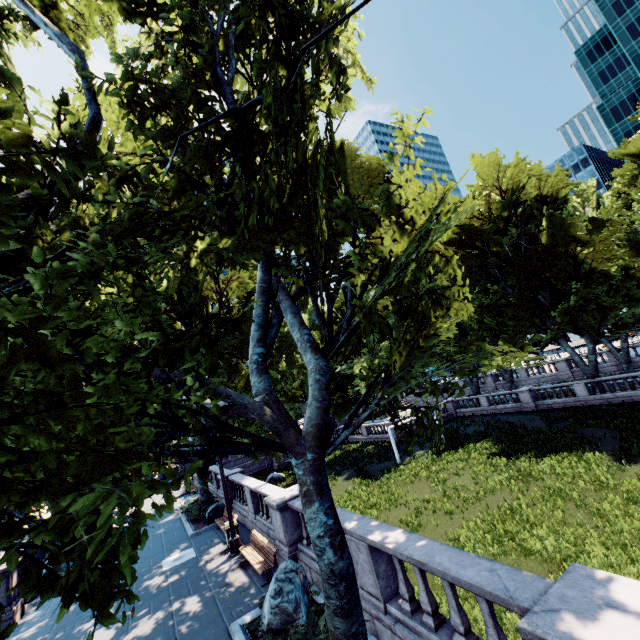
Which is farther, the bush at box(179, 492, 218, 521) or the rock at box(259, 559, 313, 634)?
the bush at box(179, 492, 218, 521)

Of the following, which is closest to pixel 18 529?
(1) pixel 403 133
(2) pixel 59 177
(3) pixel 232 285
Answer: (2) pixel 59 177

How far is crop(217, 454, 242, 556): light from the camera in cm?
1342

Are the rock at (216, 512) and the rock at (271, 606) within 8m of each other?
no

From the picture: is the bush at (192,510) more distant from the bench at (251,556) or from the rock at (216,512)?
the bench at (251,556)

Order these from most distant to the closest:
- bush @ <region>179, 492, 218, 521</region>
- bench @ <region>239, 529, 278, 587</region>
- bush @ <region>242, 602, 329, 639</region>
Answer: bush @ <region>179, 492, 218, 521</region>, bench @ <region>239, 529, 278, 587</region>, bush @ <region>242, 602, 329, 639</region>

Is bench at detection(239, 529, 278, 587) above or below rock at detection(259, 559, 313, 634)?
below

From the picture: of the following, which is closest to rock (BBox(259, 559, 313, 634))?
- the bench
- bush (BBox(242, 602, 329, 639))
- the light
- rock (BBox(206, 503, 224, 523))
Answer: bush (BBox(242, 602, 329, 639))
